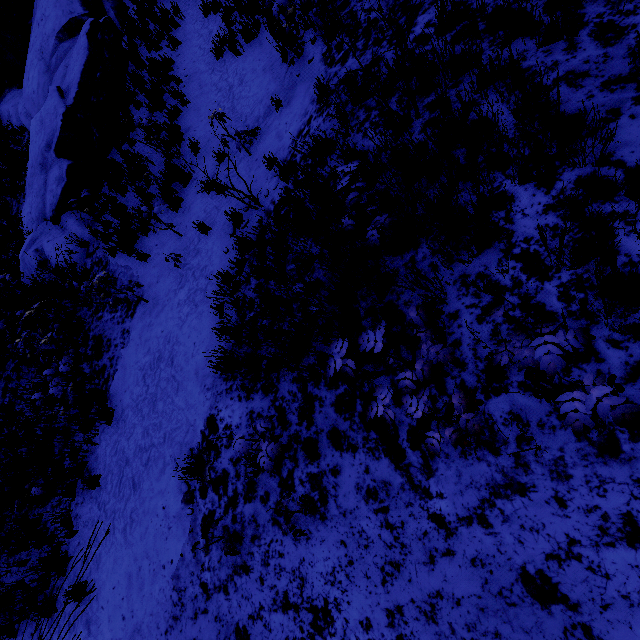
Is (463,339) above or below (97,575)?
above
